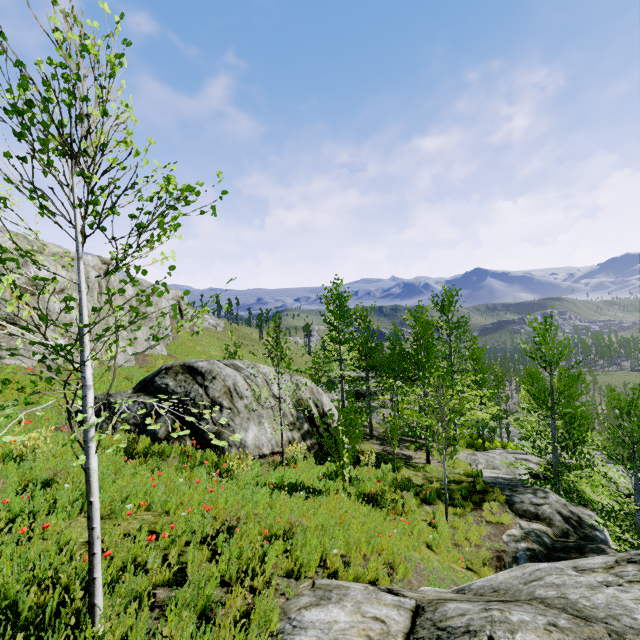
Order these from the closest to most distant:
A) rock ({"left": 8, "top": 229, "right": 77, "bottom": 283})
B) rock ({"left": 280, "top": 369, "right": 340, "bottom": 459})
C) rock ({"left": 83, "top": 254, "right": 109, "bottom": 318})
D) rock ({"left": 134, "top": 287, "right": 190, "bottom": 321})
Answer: rock ({"left": 280, "top": 369, "right": 340, "bottom": 459}), rock ({"left": 8, "top": 229, "right": 77, "bottom": 283}), rock ({"left": 83, "top": 254, "right": 109, "bottom": 318}), rock ({"left": 134, "top": 287, "right": 190, "bottom": 321})

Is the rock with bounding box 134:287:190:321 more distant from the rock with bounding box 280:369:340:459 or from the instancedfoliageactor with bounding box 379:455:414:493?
the rock with bounding box 280:369:340:459

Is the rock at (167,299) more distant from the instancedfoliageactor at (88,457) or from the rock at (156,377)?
the rock at (156,377)

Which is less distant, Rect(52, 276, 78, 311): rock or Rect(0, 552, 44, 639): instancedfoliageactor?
Rect(0, 552, 44, 639): instancedfoliageactor

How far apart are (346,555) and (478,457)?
16.2 meters

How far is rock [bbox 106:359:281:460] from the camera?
10.1m

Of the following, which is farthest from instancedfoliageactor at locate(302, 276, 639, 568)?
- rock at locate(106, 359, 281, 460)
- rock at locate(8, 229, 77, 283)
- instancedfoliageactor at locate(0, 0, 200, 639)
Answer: instancedfoliageactor at locate(0, 0, 200, 639)

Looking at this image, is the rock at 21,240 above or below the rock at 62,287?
above
